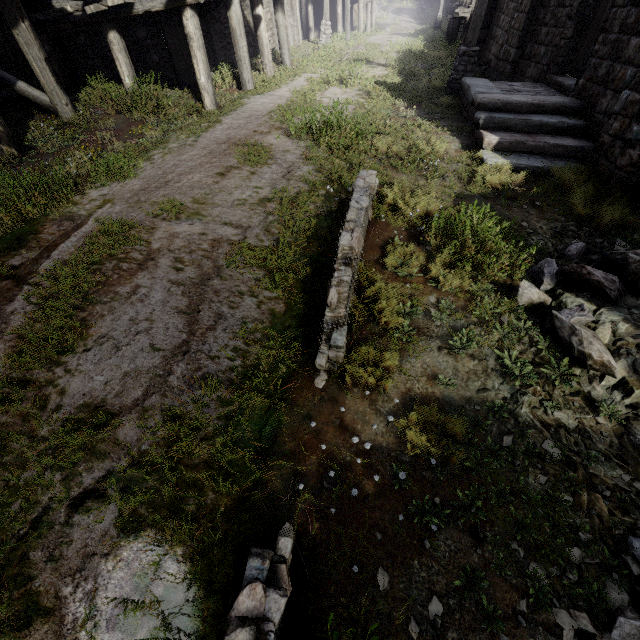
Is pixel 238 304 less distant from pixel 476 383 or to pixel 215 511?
pixel 215 511

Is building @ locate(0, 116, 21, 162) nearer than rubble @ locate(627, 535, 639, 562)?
No

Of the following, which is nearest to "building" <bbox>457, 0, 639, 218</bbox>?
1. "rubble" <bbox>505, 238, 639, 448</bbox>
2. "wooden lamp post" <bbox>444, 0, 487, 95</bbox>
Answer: "rubble" <bbox>505, 238, 639, 448</bbox>

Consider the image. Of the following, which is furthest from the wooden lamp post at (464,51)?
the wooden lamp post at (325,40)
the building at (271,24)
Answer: the wooden lamp post at (325,40)

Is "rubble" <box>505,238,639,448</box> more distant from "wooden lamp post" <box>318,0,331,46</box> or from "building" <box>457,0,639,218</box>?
"wooden lamp post" <box>318,0,331,46</box>

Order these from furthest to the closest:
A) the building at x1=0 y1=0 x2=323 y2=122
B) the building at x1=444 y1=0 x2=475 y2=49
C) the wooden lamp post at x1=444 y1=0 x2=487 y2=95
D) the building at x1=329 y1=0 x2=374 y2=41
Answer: the building at x1=329 y1=0 x2=374 y2=41
the building at x1=444 y1=0 x2=475 y2=49
the wooden lamp post at x1=444 y1=0 x2=487 y2=95
the building at x1=0 y1=0 x2=323 y2=122

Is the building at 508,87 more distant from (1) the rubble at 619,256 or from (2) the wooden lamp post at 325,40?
(2) the wooden lamp post at 325,40
